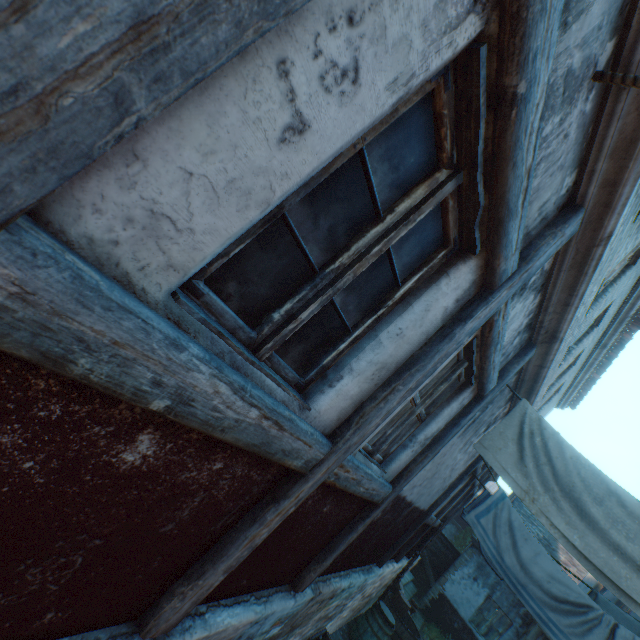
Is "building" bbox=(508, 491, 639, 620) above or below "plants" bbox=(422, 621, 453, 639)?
above

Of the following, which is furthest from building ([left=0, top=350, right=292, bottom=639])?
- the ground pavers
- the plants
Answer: the plants

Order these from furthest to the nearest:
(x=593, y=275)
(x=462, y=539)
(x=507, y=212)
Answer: (x=462, y=539) < (x=593, y=275) < (x=507, y=212)

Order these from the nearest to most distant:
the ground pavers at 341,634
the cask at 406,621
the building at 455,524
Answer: the ground pavers at 341,634, the cask at 406,621, the building at 455,524

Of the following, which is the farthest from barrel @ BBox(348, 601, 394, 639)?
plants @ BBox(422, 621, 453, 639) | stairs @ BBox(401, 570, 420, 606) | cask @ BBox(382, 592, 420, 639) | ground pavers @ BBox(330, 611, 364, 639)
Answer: plants @ BBox(422, 621, 453, 639)

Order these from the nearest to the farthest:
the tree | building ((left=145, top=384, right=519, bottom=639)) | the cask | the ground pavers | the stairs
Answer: building ((left=145, top=384, right=519, bottom=639)) < the ground pavers < the cask < the stairs < the tree

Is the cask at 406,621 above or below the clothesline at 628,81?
below

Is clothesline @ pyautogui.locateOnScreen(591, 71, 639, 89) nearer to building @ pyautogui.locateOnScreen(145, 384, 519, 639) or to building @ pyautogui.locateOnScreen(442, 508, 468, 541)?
building @ pyautogui.locateOnScreen(145, 384, 519, 639)
